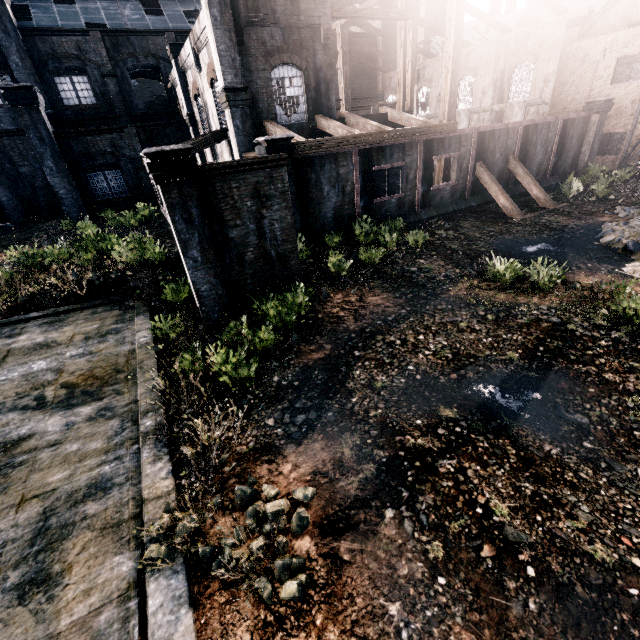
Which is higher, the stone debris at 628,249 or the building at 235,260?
the building at 235,260

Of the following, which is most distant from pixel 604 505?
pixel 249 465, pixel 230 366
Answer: pixel 230 366

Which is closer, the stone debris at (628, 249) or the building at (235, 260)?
the building at (235, 260)

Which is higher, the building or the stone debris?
the building

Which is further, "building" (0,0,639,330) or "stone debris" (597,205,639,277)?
"stone debris" (597,205,639,277)
